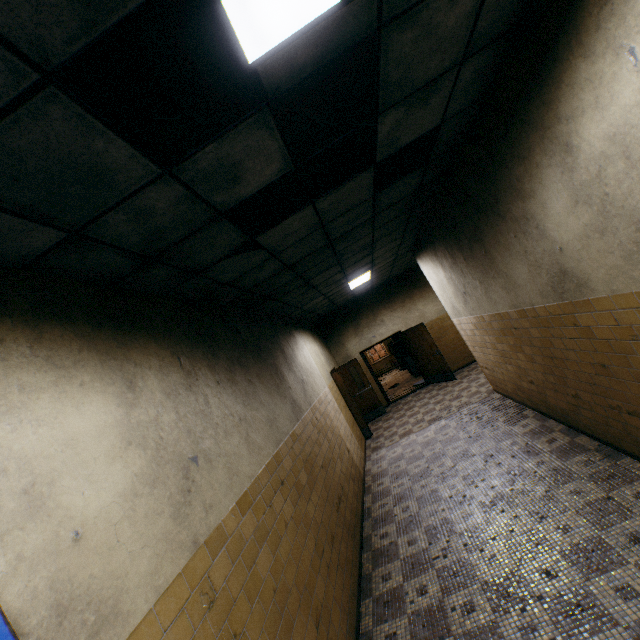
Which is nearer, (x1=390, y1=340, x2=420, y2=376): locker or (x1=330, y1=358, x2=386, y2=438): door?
(x1=330, y1=358, x2=386, y2=438): door

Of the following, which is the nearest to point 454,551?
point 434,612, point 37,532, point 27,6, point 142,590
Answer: point 434,612

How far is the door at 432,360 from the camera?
10.4 meters

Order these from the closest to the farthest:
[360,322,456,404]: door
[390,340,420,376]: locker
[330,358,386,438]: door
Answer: [330,358,386,438]: door, [360,322,456,404]: door, [390,340,420,376]: locker

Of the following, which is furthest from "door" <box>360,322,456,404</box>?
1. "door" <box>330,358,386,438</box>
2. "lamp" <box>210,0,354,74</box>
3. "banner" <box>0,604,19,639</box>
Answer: "banner" <box>0,604,19,639</box>

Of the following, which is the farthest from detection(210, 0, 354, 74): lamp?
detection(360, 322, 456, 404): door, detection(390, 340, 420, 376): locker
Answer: detection(390, 340, 420, 376): locker

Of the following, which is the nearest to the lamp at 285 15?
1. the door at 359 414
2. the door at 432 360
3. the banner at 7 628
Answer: the banner at 7 628

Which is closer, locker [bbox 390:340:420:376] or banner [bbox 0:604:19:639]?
banner [bbox 0:604:19:639]
